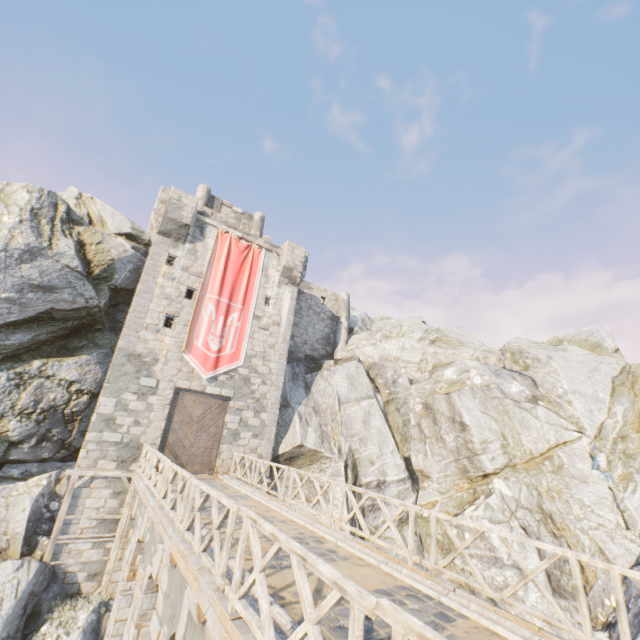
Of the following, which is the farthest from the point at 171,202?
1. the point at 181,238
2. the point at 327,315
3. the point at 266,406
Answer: the point at 327,315

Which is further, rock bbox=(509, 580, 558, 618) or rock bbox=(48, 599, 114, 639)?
rock bbox=(509, 580, 558, 618)

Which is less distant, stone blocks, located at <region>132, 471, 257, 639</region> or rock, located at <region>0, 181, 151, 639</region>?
stone blocks, located at <region>132, 471, 257, 639</region>

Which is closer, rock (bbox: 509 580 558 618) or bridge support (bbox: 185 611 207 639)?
bridge support (bbox: 185 611 207 639)

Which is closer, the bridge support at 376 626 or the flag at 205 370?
the bridge support at 376 626

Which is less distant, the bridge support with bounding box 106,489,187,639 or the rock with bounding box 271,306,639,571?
the bridge support with bounding box 106,489,187,639

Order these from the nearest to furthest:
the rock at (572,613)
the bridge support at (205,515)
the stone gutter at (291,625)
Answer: the stone gutter at (291,625)
the bridge support at (205,515)
the rock at (572,613)

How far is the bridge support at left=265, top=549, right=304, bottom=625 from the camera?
4.7m
